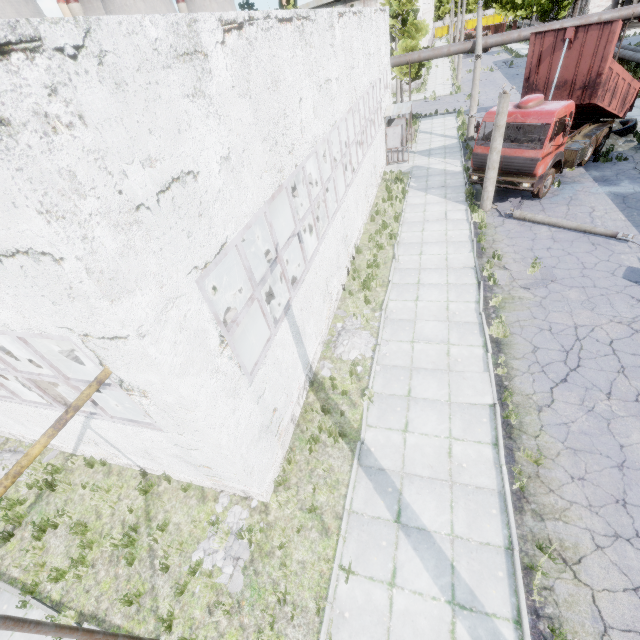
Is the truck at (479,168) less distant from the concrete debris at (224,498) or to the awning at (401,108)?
the awning at (401,108)

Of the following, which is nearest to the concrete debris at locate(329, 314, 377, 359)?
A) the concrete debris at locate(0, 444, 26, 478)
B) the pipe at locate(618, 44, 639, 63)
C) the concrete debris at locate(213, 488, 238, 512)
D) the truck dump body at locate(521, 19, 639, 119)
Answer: the concrete debris at locate(213, 488, 238, 512)

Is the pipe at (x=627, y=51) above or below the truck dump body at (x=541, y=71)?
below

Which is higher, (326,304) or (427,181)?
(326,304)

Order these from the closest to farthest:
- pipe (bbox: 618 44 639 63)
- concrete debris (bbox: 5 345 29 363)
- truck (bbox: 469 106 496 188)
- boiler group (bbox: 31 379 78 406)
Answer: boiler group (bbox: 31 379 78 406) → concrete debris (bbox: 5 345 29 363) → truck (bbox: 469 106 496 188) → pipe (bbox: 618 44 639 63)

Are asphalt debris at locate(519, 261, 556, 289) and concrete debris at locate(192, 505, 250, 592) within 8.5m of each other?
no

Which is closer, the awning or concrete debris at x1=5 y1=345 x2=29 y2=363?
concrete debris at x1=5 y1=345 x2=29 y2=363

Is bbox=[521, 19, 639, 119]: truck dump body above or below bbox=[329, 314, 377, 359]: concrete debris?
above
